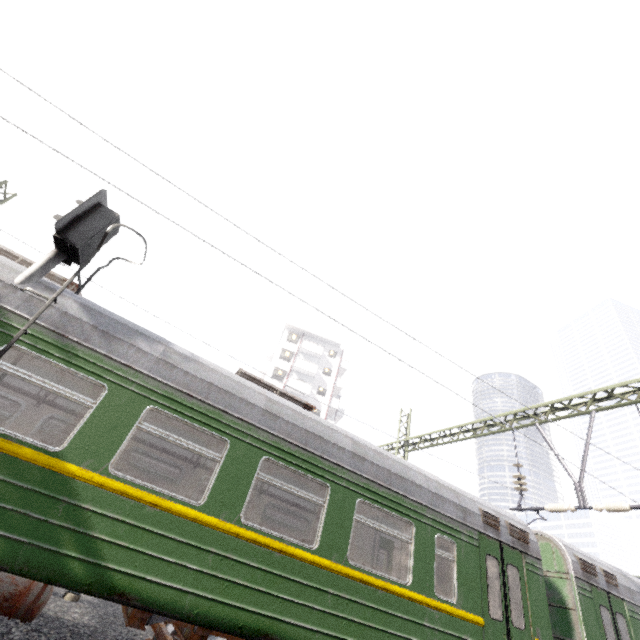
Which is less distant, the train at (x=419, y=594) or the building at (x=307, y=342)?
the train at (x=419, y=594)

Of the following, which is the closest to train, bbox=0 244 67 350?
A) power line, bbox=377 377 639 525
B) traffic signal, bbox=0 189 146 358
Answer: traffic signal, bbox=0 189 146 358

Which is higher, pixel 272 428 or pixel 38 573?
pixel 272 428

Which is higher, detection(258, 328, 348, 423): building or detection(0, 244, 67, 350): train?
detection(258, 328, 348, 423): building

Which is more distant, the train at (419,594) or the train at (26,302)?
the train at (26,302)

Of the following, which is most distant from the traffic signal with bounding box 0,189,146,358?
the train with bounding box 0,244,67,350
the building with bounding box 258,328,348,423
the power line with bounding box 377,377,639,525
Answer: the building with bounding box 258,328,348,423

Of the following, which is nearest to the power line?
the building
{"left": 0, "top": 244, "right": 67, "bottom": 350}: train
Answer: {"left": 0, "top": 244, "right": 67, "bottom": 350}: train

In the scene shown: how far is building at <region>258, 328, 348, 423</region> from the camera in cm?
3981
